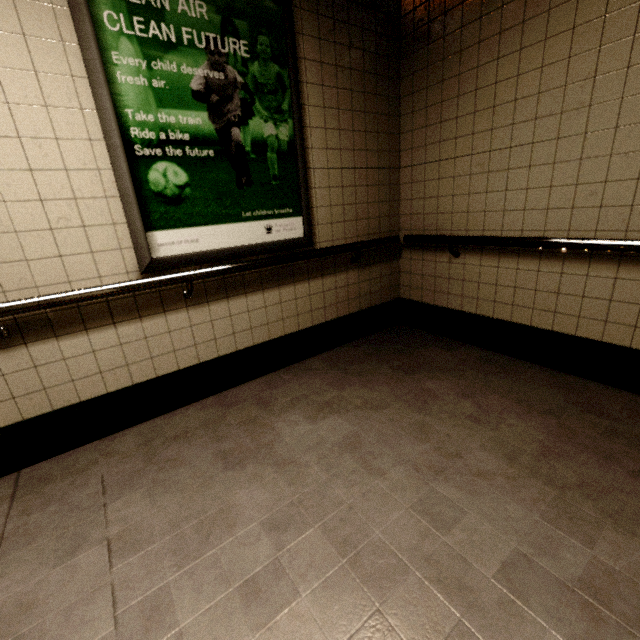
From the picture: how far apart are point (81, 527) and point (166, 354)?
1.01m
